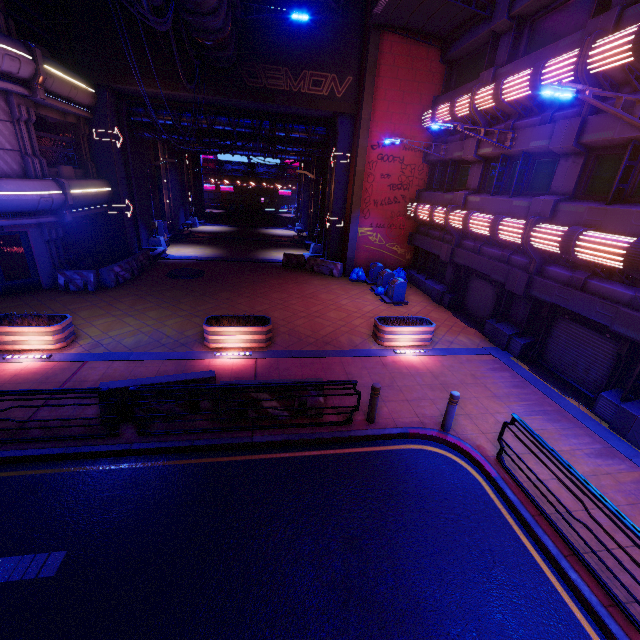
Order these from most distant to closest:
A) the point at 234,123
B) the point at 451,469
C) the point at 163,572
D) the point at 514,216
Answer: the point at 234,123, the point at 514,216, the point at 451,469, the point at 163,572

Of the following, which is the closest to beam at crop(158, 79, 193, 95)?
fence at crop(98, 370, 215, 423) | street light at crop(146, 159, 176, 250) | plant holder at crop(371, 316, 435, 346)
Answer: street light at crop(146, 159, 176, 250)

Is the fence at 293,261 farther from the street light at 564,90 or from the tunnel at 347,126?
the street light at 564,90

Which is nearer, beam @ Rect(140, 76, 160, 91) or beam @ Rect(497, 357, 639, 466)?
beam @ Rect(497, 357, 639, 466)

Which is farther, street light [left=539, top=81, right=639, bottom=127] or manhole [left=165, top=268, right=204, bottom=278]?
manhole [left=165, top=268, right=204, bottom=278]

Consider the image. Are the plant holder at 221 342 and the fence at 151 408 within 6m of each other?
yes

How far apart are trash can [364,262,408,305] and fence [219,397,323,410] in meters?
10.4

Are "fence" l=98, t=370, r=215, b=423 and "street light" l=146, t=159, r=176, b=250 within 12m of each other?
no
